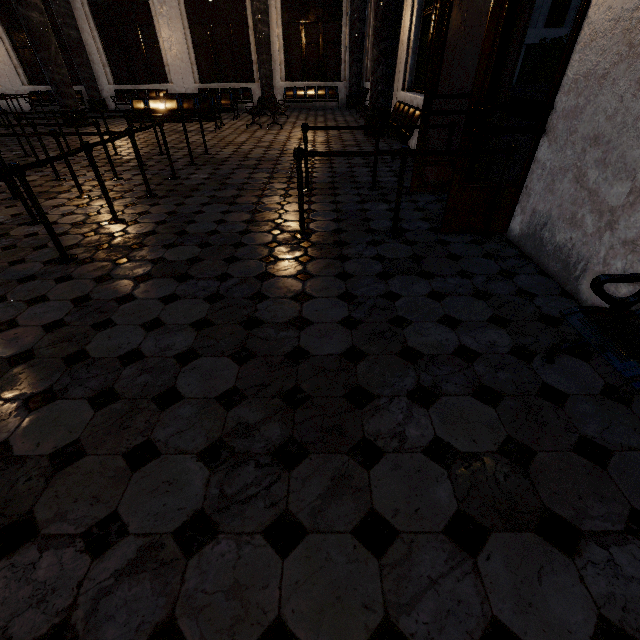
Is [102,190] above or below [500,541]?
above
